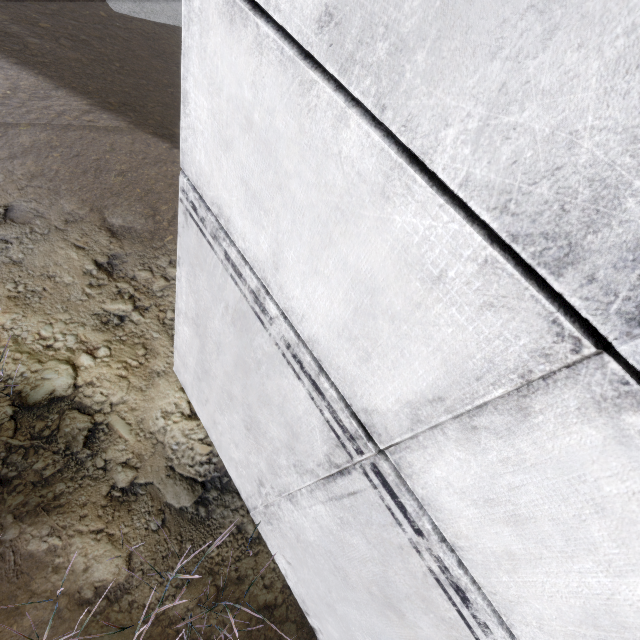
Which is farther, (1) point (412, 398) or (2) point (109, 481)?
(2) point (109, 481)
